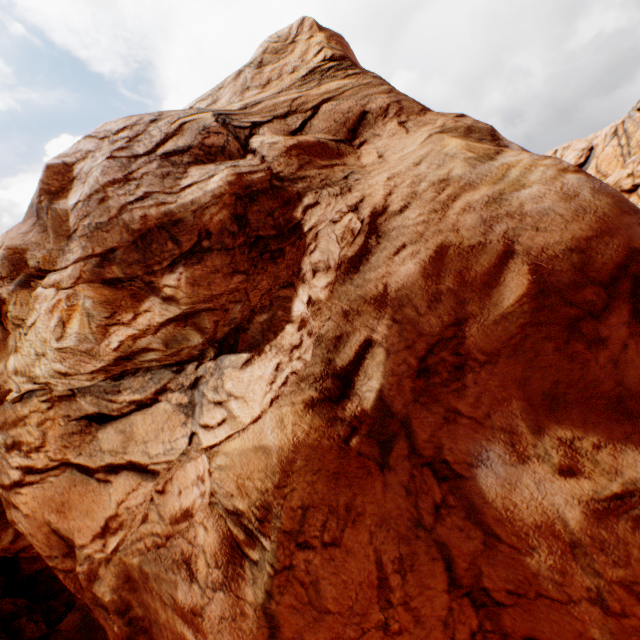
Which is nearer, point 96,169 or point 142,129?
point 96,169
